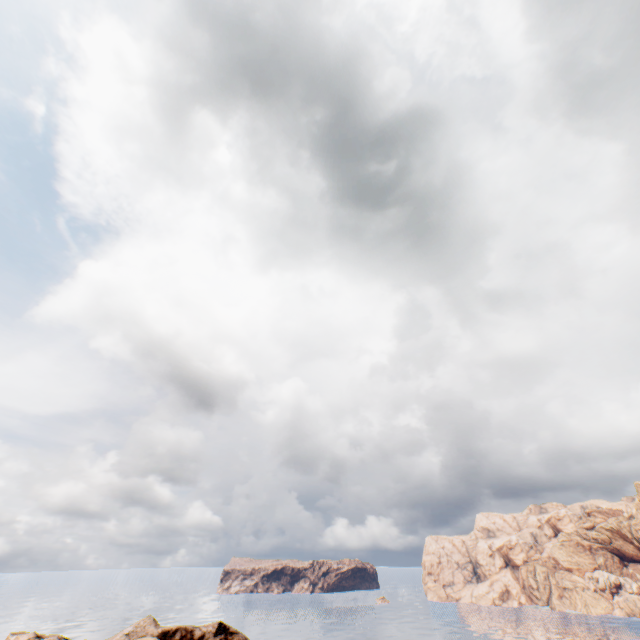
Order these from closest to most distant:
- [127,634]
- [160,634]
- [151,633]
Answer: [127,634], [151,633], [160,634]
